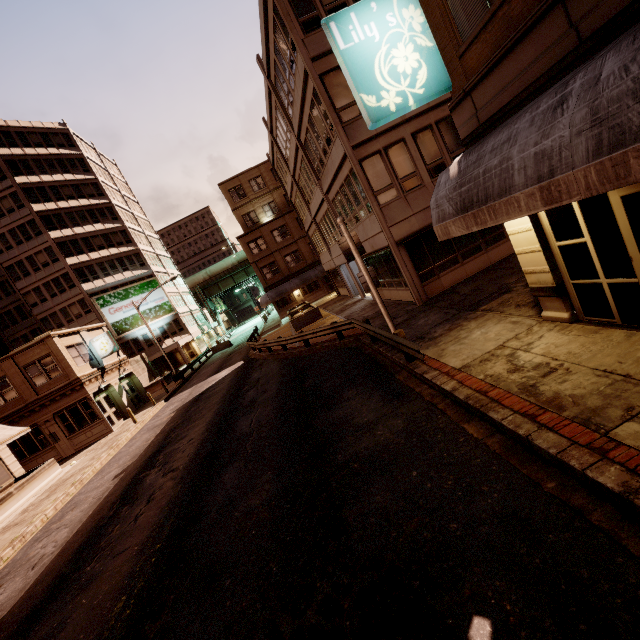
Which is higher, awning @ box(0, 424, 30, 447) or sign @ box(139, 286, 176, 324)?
sign @ box(139, 286, 176, 324)

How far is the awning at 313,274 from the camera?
40.15m

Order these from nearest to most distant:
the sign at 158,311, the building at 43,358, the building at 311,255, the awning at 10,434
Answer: the building at 311,255
the awning at 10,434
the building at 43,358
the sign at 158,311

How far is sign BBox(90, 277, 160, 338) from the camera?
42.6m

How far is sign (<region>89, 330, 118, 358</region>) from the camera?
26.25m

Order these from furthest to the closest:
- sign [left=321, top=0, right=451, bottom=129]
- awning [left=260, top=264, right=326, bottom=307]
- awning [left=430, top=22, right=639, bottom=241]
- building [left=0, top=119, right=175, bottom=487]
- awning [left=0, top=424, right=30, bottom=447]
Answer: awning [left=260, top=264, right=326, bottom=307], building [left=0, top=119, right=175, bottom=487], awning [left=0, top=424, right=30, bottom=447], sign [left=321, top=0, right=451, bottom=129], awning [left=430, top=22, right=639, bottom=241]

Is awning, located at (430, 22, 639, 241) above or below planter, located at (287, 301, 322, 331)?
above

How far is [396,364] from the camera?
10.4m
